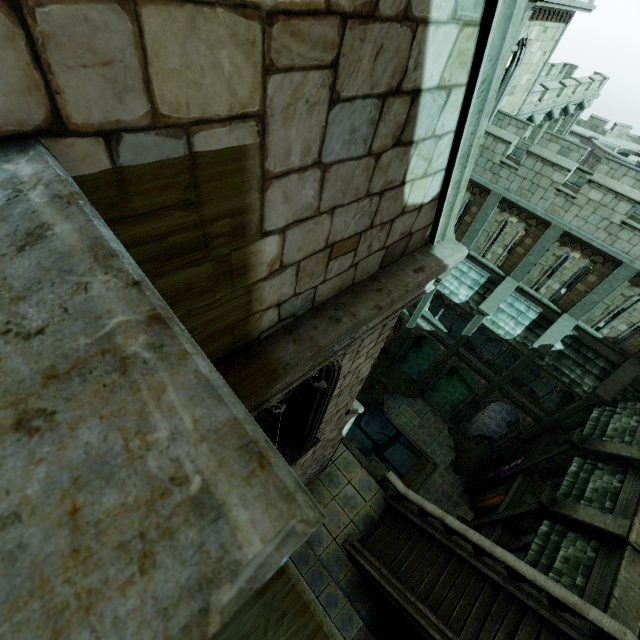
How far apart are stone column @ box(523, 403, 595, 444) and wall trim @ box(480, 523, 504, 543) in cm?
690

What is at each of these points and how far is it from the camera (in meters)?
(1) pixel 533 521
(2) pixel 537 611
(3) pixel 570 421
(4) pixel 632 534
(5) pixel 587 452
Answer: (1) stone column, 12.45
(2) stair, 9.40
(3) stone column, 16.86
(4) stair, 9.70
(5) stone column, 13.24

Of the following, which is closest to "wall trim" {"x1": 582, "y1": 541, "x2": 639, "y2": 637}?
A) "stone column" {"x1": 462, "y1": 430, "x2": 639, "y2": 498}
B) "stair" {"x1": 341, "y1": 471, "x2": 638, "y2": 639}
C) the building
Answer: "stair" {"x1": 341, "y1": 471, "x2": 638, "y2": 639}

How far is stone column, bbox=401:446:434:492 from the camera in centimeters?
2050cm

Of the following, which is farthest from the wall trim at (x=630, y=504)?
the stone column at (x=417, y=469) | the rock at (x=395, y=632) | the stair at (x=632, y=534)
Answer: the stone column at (x=417, y=469)

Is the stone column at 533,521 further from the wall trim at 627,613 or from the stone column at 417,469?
the stone column at 417,469

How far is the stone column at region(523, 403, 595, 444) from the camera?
16.0m

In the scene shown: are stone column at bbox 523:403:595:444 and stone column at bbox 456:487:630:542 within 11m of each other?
yes
